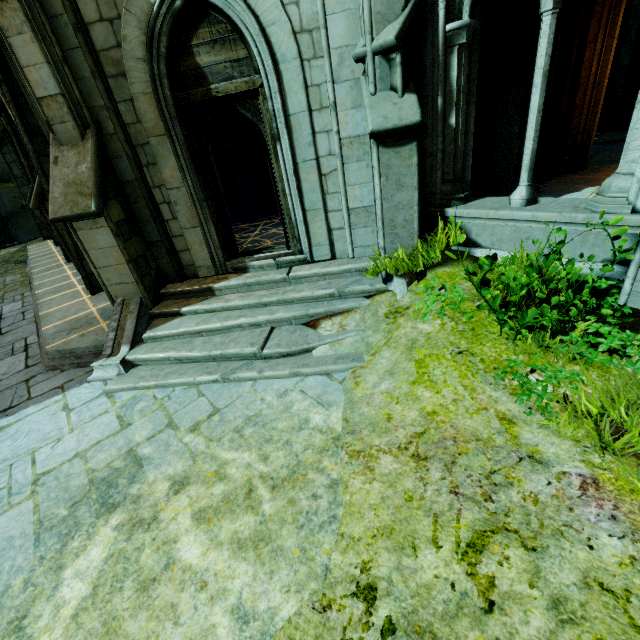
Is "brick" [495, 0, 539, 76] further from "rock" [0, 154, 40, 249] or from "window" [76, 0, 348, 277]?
"rock" [0, 154, 40, 249]

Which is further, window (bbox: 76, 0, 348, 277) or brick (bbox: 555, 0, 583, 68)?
brick (bbox: 555, 0, 583, 68)

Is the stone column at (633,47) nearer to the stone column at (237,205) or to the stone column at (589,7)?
the stone column at (589,7)

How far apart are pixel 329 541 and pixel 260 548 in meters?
0.6 m

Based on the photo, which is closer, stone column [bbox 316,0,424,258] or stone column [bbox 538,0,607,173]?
stone column [bbox 316,0,424,258]

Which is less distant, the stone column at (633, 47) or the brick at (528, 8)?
the brick at (528, 8)

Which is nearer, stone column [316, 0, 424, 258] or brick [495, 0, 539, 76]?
stone column [316, 0, 424, 258]

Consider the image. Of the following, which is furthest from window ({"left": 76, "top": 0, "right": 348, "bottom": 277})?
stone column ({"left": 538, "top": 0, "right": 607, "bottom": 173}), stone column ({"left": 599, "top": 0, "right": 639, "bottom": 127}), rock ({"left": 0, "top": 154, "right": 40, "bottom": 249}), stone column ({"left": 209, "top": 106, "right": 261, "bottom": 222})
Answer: rock ({"left": 0, "top": 154, "right": 40, "bottom": 249})
